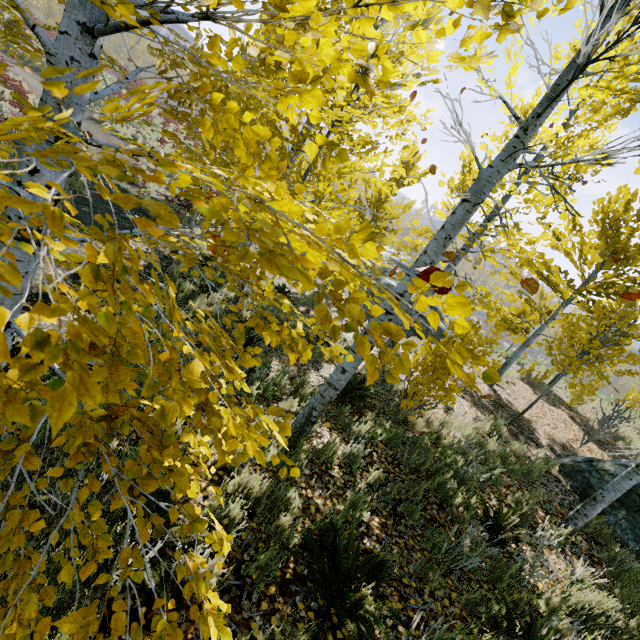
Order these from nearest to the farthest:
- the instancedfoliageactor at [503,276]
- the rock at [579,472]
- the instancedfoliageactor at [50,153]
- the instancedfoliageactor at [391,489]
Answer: the instancedfoliageactor at [50,153], the instancedfoliageactor at [391,489], the rock at [579,472], the instancedfoliageactor at [503,276]

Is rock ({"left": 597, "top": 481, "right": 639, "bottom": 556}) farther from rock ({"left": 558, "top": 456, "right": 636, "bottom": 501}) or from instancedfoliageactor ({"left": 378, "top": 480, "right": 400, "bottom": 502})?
rock ({"left": 558, "top": 456, "right": 636, "bottom": 501})

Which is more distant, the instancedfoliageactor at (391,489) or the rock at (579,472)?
the rock at (579,472)

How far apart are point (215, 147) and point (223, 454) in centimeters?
1415cm

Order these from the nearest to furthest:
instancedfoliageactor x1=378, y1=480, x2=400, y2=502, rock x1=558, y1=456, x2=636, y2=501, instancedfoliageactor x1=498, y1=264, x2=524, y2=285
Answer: instancedfoliageactor x1=378, y1=480, x2=400, y2=502
rock x1=558, y1=456, x2=636, y2=501
instancedfoliageactor x1=498, y1=264, x2=524, y2=285

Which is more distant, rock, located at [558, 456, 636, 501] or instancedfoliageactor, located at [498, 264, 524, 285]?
instancedfoliageactor, located at [498, 264, 524, 285]
